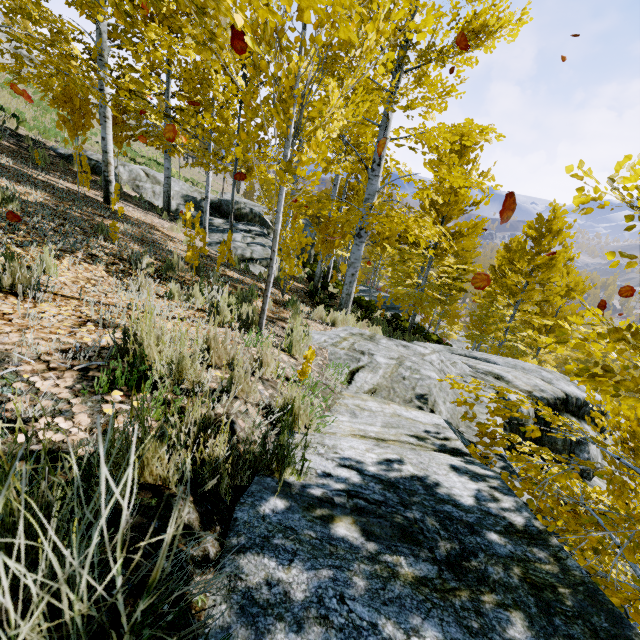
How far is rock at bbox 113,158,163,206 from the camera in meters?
14.6 m

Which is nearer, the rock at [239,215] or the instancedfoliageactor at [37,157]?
the instancedfoliageactor at [37,157]

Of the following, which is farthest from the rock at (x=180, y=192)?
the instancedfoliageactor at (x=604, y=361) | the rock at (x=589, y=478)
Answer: the rock at (x=589, y=478)

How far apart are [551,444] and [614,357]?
4.5m

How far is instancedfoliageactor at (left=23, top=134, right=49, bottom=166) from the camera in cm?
1021

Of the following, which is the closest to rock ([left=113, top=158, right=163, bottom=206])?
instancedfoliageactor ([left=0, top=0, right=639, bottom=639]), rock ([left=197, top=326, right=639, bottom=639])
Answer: instancedfoliageactor ([left=0, top=0, right=639, bottom=639])

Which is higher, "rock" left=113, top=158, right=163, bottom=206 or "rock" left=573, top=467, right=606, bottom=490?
"rock" left=113, top=158, right=163, bottom=206
